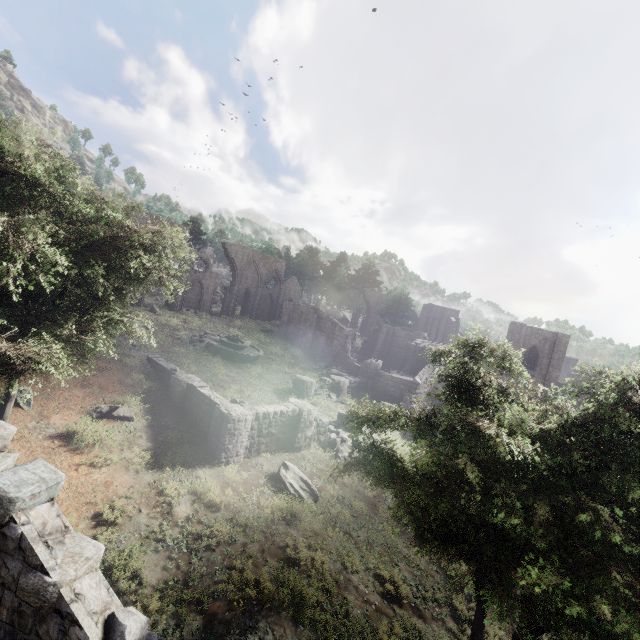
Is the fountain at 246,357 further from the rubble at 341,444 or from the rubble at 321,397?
the rubble at 341,444

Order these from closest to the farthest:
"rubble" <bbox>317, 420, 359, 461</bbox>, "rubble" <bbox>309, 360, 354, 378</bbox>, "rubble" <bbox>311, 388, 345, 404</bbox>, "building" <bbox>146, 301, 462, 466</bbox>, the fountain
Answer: "building" <bbox>146, 301, 462, 466</bbox> < "rubble" <bbox>317, 420, 359, 461</bbox> < "rubble" <bbox>311, 388, 345, 404</bbox> < the fountain < "rubble" <bbox>309, 360, 354, 378</bbox>

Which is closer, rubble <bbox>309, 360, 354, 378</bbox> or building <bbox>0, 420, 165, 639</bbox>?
building <bbox>0, 420, 165, 639</bbox>

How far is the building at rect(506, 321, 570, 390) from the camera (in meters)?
35.75

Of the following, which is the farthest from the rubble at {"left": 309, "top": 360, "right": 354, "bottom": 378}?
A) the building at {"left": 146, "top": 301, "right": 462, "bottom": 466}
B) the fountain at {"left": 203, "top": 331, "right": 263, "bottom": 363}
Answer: the fountain at {"left": 203, "top": 331, "right": 263, "bottom": 363}

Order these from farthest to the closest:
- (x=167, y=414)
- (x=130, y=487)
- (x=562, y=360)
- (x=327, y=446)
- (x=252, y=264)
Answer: (x=252, y=264)
(x=562, y=360)
(x=327, y=446)
(x=167, y=414)
(x=130, y=487)

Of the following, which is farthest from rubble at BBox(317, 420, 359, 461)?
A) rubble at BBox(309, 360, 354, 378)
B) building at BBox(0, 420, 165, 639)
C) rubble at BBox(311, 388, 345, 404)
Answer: building at BBox(0, 420, 165, 639)

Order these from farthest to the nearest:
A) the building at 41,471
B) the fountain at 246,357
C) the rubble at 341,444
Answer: the fountain at 246,357 → the rubble at 341,444 → the building at 41,471
